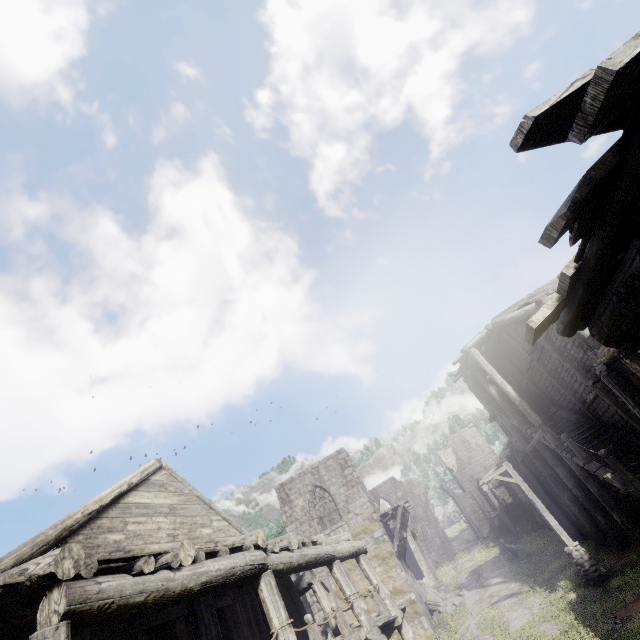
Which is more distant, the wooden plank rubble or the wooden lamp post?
the wooden plank rubble

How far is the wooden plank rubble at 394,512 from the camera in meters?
20.6 m

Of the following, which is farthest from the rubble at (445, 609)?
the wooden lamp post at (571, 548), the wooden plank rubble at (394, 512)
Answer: the wooden lamp post at (571, 548)

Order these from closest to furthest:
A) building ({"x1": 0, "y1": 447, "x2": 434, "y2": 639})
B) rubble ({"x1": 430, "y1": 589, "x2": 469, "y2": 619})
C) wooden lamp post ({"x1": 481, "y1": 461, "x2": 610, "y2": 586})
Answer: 1. building ({"x1": 0, "y1": 447, "x2": 434, "y2": 639})
2. wooden lamp post ({"x1": 481, "y1": 461, "x2": 610, "y2": 586})
3. rubble ({"x1": 430, "y1": 589, "x2": 469, "y2": 619})

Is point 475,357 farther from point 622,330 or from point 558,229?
point 558,229

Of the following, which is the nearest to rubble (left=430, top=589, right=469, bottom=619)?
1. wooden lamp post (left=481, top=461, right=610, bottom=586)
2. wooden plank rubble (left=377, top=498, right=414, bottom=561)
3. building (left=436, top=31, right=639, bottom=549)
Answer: building (left=436, top=31, right=639, bottom=549)

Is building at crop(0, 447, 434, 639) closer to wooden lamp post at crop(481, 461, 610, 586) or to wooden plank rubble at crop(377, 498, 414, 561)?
wooden plank rubble at crop(377, 498, 414, 561)

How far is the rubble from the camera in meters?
20.1 m
